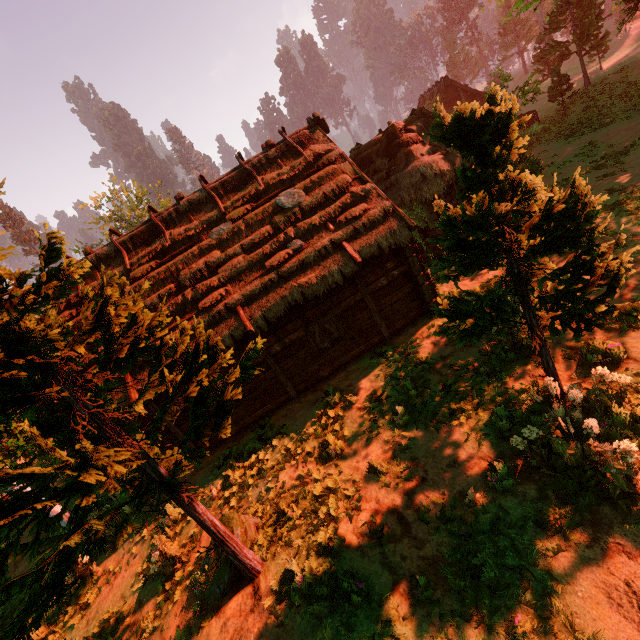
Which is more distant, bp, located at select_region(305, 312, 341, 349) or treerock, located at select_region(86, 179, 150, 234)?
treerock, located at select_region(86, 179, 150, 234)

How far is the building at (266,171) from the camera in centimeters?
1038cm

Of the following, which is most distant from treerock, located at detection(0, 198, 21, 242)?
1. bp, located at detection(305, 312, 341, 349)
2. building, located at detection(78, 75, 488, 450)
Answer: bp, located at detection(305, 312, 341, 349)

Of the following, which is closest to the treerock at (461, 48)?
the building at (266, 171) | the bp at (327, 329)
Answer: the building at (266, 171)

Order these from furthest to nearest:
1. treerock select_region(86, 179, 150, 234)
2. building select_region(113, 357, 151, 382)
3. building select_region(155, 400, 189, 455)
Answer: treerock select_region(86, 179, 150, 234) < building select_region(155, 400, 189, 455) < building select_region(113, 357, 151, 382)

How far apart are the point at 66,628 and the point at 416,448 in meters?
10.1

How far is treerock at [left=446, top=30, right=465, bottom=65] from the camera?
58.81m

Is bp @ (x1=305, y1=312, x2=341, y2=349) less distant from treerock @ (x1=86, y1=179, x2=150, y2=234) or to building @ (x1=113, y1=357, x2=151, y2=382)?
building @ (x1=113, y1=357, x2=151, y2=382)
